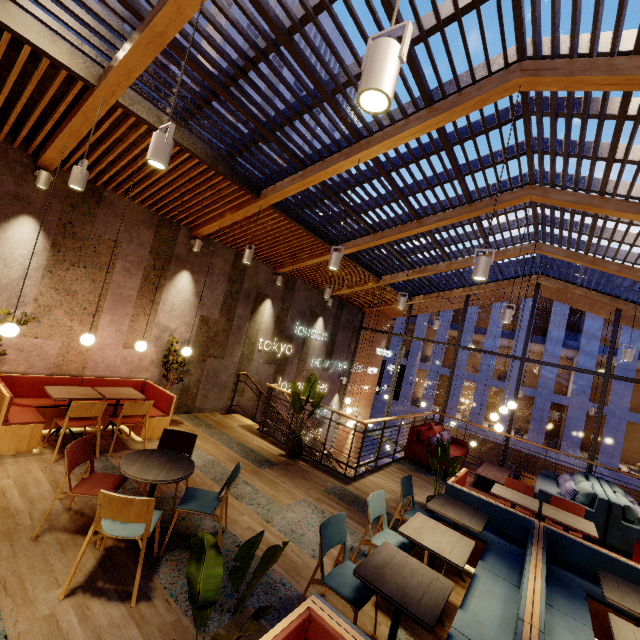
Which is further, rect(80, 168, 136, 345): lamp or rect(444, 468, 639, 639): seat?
rect(80, 168, 136, 345): lamp

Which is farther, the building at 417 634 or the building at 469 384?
the building at 469 384

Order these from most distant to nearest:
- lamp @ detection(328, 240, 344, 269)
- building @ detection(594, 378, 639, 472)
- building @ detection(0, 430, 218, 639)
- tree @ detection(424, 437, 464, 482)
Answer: building @ detection(594, 378, 639, 472) → tree @ detection(424, 437, 464, 482) → lamp @ detection(328, 240, 344, 269) → building @ detection(0, 430, 218, 639)

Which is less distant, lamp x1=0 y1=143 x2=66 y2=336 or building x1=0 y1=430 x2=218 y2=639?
building x1=0 y1=430 x2=218 y2=639

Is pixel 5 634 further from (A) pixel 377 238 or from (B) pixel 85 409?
(A) pixel 377 238

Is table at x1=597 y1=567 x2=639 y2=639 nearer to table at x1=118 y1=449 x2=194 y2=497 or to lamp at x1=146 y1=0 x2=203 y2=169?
table at x1=118 y1=449 x2=194 y2=497

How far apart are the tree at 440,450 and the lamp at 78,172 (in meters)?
6.35

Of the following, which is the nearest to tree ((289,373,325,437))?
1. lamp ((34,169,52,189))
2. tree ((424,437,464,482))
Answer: tree ((424,437,464,482))
